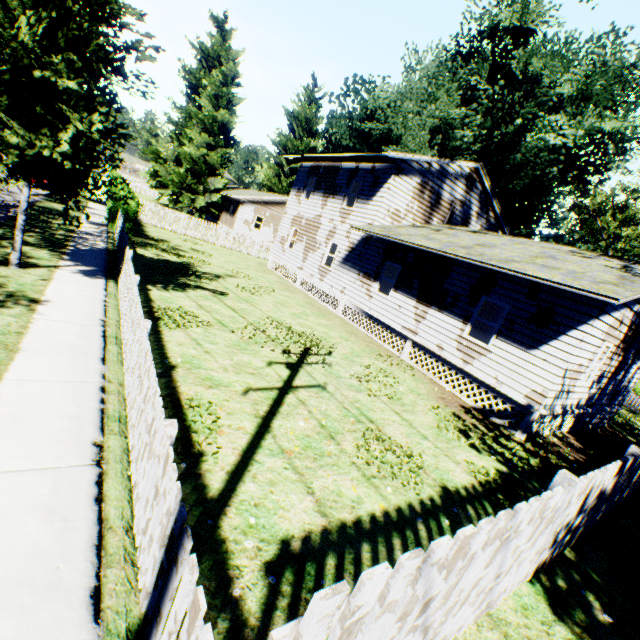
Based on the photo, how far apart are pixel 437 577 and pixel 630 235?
39.7 meters

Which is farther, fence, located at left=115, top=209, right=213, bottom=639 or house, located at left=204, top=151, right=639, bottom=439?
house, located at left=204, top=151, right=639, bottom=439

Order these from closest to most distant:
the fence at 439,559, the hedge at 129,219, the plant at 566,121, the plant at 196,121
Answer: the fence at 439,559, the hedge at 129,219, the plant at 566,121, the plant at 196,121

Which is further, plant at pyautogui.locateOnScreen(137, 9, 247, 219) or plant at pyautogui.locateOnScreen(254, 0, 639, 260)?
plant at pyautogui.locateOnScreen(137, 9, 247, 219)

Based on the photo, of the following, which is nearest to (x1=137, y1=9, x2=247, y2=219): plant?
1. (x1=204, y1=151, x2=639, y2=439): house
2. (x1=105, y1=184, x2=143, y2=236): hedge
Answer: (x1=204, y1=151, x2=639, y2=439): house

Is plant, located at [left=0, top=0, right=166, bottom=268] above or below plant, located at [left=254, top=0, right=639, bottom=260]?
below

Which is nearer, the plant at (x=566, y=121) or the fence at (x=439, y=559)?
the fence at (x=439, y=559)

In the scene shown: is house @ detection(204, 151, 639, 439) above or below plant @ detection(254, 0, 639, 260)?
below
